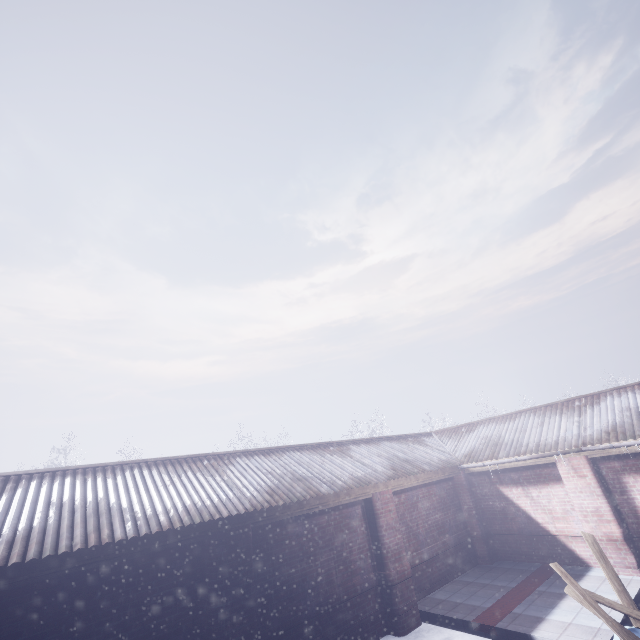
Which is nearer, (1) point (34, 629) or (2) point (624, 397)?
(1) point (34, 629)
